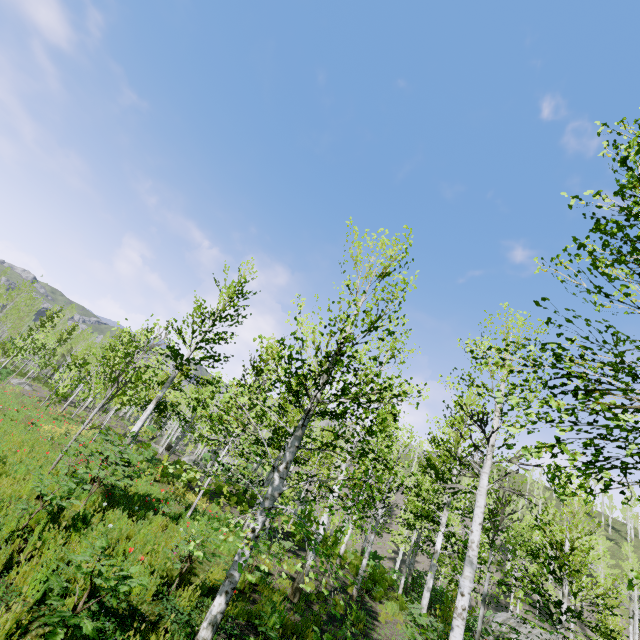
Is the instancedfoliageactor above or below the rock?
below

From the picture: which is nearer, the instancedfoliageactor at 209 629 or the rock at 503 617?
Result: the instancedfoliageactor at 209 629

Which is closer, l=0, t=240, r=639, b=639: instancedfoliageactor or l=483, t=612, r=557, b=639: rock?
l=0, t=240, r=639, b=639: instancedfoliageactor

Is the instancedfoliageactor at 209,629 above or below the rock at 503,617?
below

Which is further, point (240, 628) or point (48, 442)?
point (48, 442)
